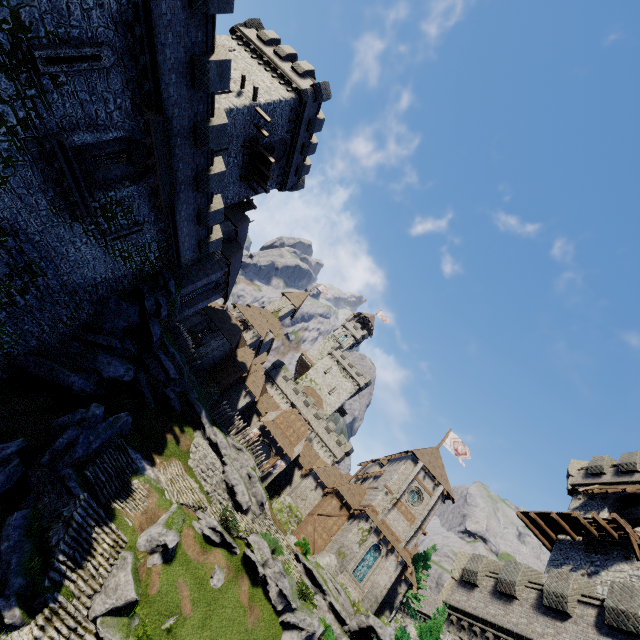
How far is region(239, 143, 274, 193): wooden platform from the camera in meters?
A: 28.1

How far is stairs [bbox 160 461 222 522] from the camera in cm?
2338

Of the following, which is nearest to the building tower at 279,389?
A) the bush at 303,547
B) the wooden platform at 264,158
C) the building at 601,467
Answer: the bush at 303,547

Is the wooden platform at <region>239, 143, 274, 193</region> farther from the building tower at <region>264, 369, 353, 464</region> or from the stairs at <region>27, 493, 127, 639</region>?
the building tower at <region>264, 369, 353, 464</region>

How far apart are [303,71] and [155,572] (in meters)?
38.88

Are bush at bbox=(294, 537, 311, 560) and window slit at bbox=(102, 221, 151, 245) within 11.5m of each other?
no

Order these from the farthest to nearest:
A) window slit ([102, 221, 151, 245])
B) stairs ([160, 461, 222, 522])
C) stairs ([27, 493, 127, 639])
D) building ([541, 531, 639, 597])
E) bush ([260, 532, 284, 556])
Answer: bush ([260, 532, 284, 556])
stairs ([160, 461, 222, 522])
building ([541, 531, 639, 597])
window slit ([102, 221, 151, 245])
stairs ([27, 493, 127, 639])

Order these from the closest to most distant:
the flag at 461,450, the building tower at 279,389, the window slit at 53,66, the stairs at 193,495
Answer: the window slit at 53,66
the stairs at 193,495
the flag at 461,450
the building tower at 279,389
